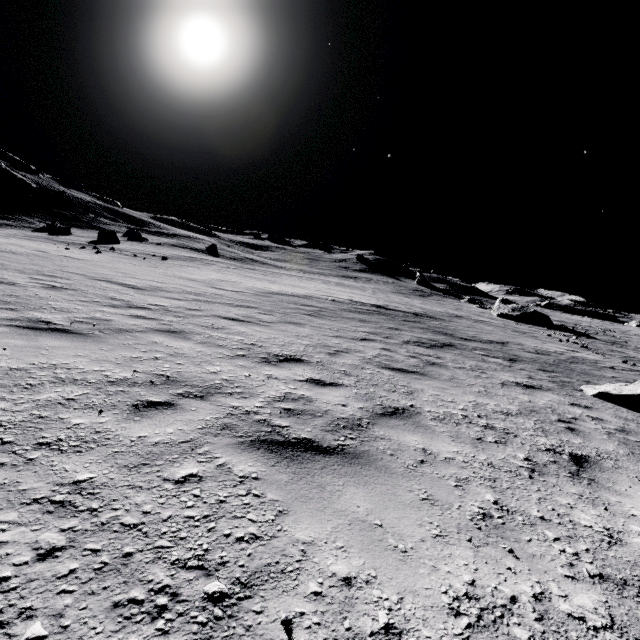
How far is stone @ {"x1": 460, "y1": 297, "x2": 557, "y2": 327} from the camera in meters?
37.5

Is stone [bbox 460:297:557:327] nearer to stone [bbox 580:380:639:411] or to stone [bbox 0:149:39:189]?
stone [bbox 580:380:639:411]

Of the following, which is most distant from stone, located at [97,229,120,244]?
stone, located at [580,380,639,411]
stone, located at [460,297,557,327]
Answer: stone, located at [460,297,557,327]

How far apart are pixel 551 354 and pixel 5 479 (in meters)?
17.83

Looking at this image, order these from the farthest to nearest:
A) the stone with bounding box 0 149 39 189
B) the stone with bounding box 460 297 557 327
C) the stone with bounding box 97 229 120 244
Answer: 1. the stone with bounding box 0 149 39 189
2. the stone with bounding box 460 297 557 327
3. the stone with bounding box 97 229 120 244

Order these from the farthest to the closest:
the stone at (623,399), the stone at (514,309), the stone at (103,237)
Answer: the stone at (514,309)
the stone at (103,237)
the stone at (623,399)

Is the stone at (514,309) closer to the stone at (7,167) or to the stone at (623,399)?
the stone at (623,399)

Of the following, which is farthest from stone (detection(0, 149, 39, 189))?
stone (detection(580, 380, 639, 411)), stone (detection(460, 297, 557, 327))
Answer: stone (detection(460, 297, 557, 327))
